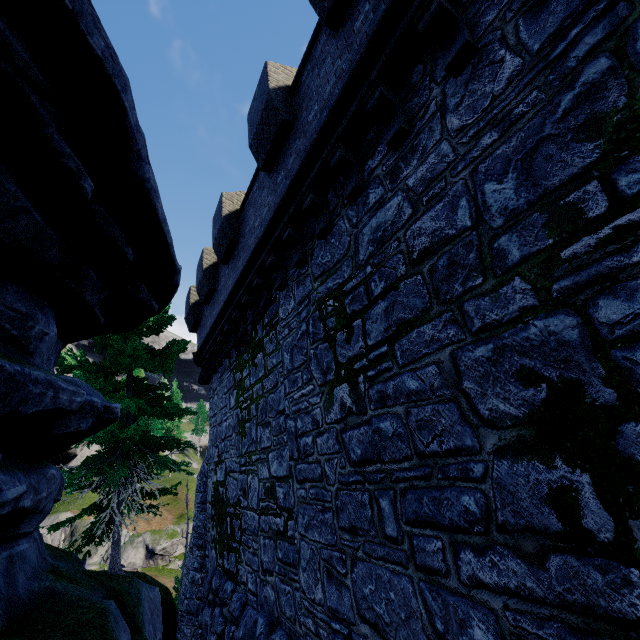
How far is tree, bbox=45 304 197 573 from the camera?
10.8m

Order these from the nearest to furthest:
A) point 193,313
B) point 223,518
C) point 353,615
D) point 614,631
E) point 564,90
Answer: point 614,631
point 564,90
point 353,615
point 223,518
point 193,313

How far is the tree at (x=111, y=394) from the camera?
10.8m
